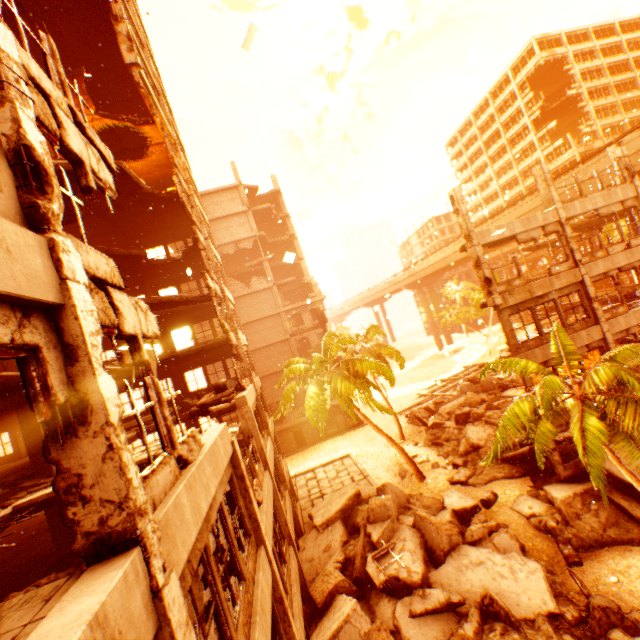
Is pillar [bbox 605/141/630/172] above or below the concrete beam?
above

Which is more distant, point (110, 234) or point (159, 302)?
point (110, 234)

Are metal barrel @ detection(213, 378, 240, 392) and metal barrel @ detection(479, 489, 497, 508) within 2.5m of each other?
no

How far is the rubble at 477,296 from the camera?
51.46m

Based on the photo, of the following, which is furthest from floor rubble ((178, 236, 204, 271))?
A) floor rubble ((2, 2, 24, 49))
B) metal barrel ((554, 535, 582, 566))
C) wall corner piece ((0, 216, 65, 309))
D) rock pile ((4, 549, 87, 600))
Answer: metal barrel ((554, 535, 582, 566))

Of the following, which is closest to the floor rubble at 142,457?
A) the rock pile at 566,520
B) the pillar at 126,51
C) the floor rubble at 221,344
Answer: the floor rubble at 221,344

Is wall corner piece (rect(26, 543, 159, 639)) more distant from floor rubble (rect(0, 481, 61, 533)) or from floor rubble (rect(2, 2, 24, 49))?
floor rubble (rect(0, 481, 61, 533))

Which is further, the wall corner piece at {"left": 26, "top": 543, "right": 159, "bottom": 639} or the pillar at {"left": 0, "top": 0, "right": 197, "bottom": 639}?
the pillar at {"left": 0, "top": 0, "right": 197, "bottom": 639}
